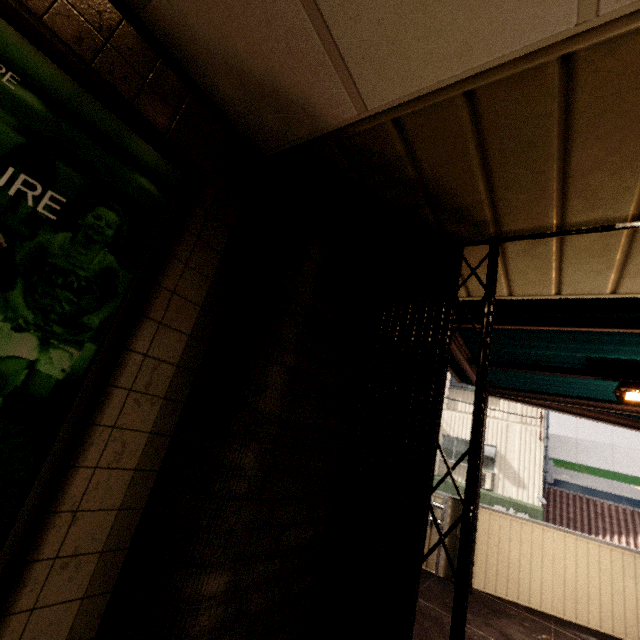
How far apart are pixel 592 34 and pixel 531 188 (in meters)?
0.63

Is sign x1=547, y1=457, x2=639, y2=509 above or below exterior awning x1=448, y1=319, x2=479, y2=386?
below

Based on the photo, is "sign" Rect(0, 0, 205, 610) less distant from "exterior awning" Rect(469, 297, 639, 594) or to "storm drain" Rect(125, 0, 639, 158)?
"storm drain" Rect(125, 0, 639, 158)

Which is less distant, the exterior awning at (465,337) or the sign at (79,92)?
the sign at (79,92)

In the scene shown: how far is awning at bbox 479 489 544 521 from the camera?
10.9m

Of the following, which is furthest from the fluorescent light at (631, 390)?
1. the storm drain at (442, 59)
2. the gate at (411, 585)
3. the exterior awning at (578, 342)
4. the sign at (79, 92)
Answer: the sign at (79, 92)

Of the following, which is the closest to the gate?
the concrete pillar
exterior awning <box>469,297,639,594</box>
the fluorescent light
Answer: the concrete pillar

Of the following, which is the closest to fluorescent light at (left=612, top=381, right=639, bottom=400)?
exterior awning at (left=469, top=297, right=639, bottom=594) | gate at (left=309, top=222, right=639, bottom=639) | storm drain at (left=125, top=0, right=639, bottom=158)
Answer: exterior awning at (left=469, top=297, right=639, bottom=594)
